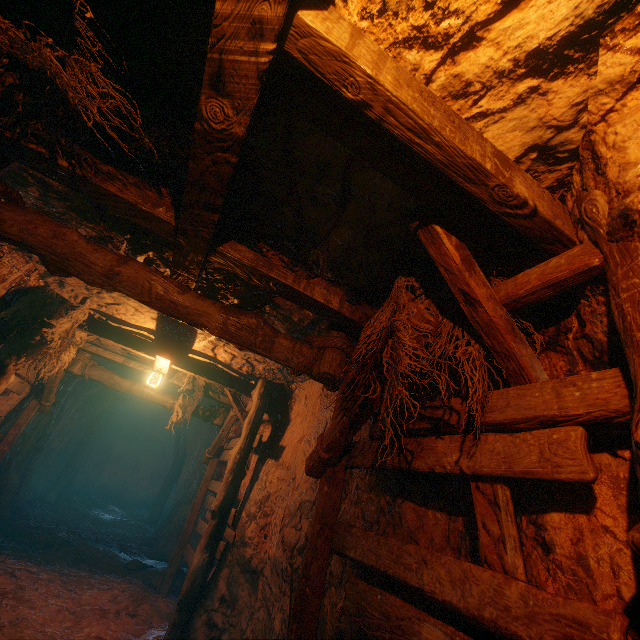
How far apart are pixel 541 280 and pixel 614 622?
1.58m
